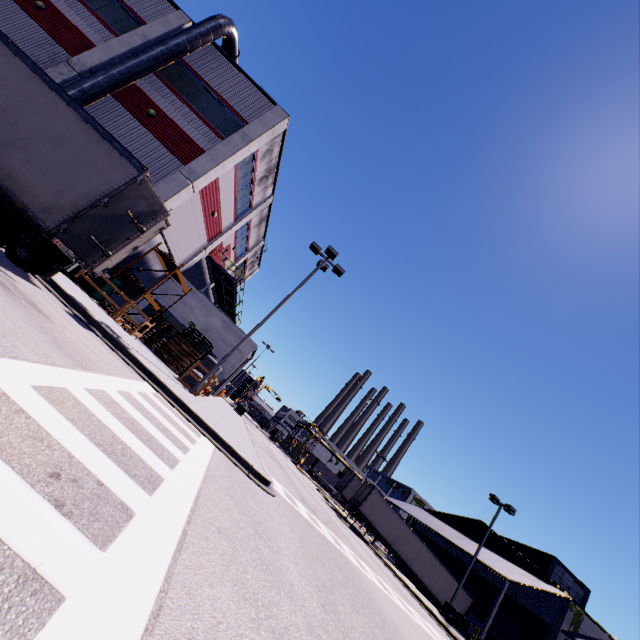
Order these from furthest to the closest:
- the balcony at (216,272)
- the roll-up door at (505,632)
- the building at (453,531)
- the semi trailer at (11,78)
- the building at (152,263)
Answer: the building at (453,531) < the roll-up door at (505,632) < the balcony at (216,272) < the building at (152,263) < the semi trailer at (11,78)

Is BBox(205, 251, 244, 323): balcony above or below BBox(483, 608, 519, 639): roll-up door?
above

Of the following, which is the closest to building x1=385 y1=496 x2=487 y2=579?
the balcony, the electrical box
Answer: Answer: the balcony

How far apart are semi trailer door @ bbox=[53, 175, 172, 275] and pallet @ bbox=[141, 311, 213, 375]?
11.6m

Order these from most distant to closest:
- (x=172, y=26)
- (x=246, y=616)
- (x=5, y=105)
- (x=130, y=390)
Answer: (x=172, y=26)
(x=5, y=105)
(x=130, y=390)
(x=246, y=616)

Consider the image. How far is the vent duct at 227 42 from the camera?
14.9 meters

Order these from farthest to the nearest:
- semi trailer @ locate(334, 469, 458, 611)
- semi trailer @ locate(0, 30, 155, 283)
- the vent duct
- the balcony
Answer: semi trailer @ locate(334, 469, 458, 611)
the balcony
the vent duct
semi trailer @ locate(0, 30, 155, 283)
